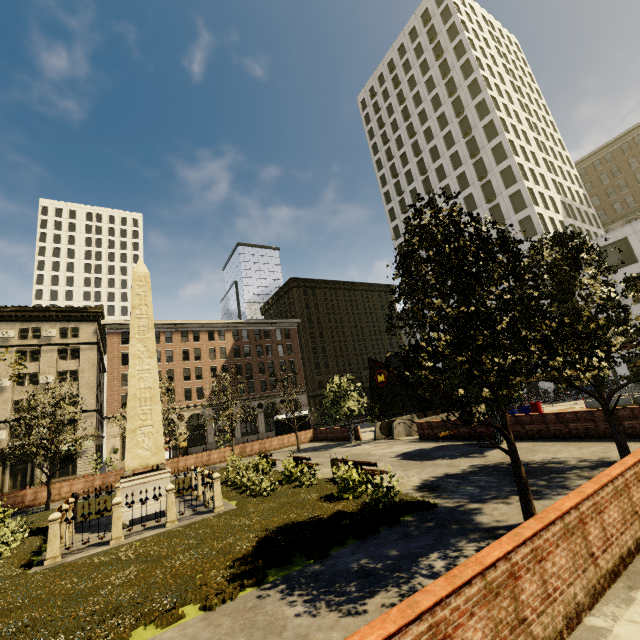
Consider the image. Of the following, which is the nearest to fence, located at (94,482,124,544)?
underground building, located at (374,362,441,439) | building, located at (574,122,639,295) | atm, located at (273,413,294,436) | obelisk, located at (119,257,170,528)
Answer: obelisk, located at (119,257,170,528)

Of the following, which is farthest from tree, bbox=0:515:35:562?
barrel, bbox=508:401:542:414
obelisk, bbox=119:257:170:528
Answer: barrel, bbox=508:401:542:414

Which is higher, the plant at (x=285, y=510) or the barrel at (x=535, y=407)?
the barrel at (x=535, y=407)

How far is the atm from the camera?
33.5 meters

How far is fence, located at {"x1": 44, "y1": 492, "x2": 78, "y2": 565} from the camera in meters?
10.0

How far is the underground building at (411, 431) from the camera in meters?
24.8 m

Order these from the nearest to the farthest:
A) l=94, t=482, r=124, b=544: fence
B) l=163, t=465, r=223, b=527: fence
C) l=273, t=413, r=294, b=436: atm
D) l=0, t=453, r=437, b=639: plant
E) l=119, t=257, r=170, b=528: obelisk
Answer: l=0, t=453, r=437, b=639: plant → l=94, t=482, r=124, b=544: fence → l=163, t=465, r=223, b=527: fence → l=119, t=257, r=170, b=528: obelisk → l=273, t=413, r=294, b=436: atm

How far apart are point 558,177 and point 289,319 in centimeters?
4988cm
